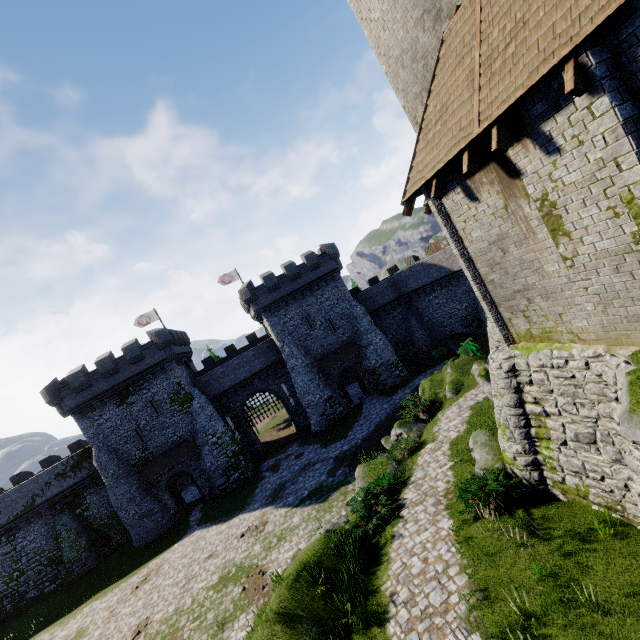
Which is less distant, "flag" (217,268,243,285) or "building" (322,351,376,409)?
"building" (322,351,376,409)

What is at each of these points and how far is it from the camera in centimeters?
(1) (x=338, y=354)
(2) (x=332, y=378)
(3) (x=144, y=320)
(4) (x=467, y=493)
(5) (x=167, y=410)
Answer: (1) awning, 3497cm
(2) building, 3522cm
(3) flag, 3966cm
(4) bush, 1047cm
(5) building, 3141cm

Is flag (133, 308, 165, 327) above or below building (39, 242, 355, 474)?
above

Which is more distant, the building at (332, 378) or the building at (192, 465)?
the building at (332, 378)

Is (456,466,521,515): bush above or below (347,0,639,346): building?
below

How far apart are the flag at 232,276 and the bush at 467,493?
34.89m

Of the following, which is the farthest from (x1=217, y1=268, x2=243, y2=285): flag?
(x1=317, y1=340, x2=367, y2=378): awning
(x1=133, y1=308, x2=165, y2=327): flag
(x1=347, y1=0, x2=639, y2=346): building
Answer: (x1=347, y1=0, x2=639, y2=346): building

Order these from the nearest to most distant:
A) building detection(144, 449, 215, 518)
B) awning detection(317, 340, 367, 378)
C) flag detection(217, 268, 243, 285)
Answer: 1. building detection(144, 449, 215, 518)
2. awning detection(317, 340, 367, 378)
3. flag detection(217, 268, 243, 285)
